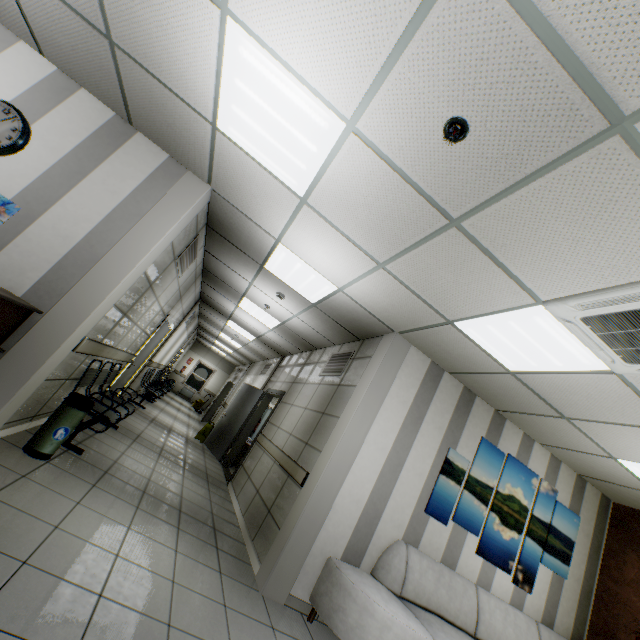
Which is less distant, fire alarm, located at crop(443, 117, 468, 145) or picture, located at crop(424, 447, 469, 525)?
fire alarm, located at crop(443, 117, 468, 145)

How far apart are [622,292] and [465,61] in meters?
1.7 m

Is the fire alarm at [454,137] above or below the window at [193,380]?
above

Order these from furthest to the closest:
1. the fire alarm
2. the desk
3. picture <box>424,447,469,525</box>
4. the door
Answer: the door → picture <box>424,447,469,525</box> → the desk → the fire alarm

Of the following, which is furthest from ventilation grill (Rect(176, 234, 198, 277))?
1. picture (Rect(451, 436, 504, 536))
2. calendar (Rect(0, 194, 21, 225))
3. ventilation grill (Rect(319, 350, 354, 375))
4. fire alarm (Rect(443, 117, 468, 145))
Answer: picture (Rect(451, 436, 504, 536))

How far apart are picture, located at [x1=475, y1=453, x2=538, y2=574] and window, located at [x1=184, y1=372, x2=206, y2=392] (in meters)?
18.24

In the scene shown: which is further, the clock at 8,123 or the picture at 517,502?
the picture at 517,502

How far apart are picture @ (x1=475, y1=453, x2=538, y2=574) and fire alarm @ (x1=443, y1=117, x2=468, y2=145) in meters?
3.9 m
